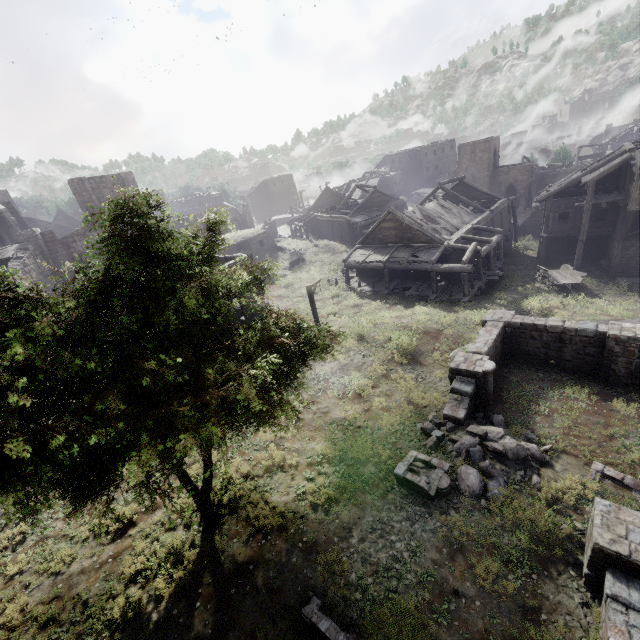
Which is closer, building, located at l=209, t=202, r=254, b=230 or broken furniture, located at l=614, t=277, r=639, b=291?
broken furniture, located at l=614, t=277, r=639, b=291

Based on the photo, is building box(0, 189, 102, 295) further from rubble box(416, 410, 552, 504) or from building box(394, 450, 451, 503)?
building box(394, 450, 451, 503)

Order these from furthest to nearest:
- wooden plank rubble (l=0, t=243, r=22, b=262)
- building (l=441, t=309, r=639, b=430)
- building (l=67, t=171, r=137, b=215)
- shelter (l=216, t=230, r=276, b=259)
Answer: shelter (l=216, t=230, r=276, b=259) < building (l=67, t=171, r=137, b=215) < wooden plank rubble (l=0, t=243, r=22, b=262) < building (l=441, t=309, r=639, b=430)

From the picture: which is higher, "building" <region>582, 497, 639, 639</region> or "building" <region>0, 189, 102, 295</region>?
"building" <region>0, 189, 102, 295</region>

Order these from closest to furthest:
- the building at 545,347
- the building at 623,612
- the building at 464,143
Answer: the building at 623,612, the building at 545,347, the building at 464,143

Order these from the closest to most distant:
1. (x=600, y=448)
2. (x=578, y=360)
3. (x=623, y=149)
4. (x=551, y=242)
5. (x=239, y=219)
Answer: (x=600, y=448), (x=578, y=360), (x=623, y=149), (x=551, y=242), (x=239, y=219)

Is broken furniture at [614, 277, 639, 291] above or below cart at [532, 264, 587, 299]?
below

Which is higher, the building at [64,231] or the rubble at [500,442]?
the building at [64,231]
